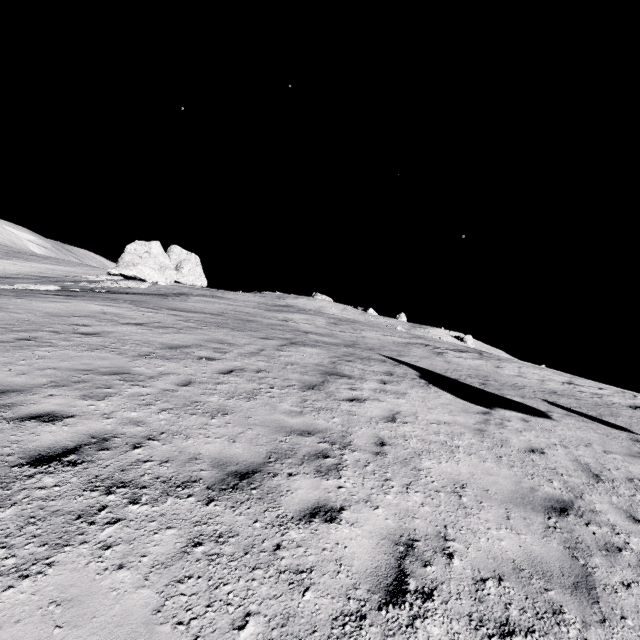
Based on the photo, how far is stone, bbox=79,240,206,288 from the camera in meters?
33.1

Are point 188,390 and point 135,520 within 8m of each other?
yes

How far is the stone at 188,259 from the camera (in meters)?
33.08
